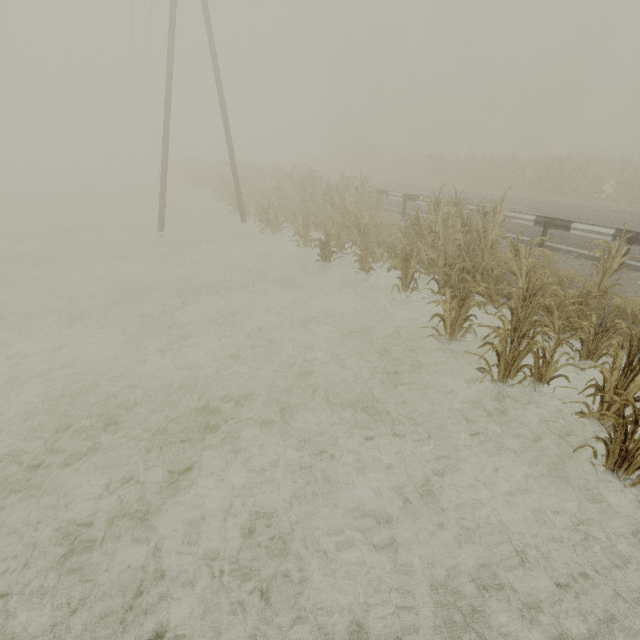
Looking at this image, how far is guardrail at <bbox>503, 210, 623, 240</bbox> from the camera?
8.0 meters

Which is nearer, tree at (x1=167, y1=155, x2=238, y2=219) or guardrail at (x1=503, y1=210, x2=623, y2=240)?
guardrail at (x1=503, y1=210, x2=623, y2=240)

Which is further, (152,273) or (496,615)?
(152,273)

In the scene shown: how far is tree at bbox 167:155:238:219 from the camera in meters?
20.2

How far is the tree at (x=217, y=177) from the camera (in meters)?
20.16

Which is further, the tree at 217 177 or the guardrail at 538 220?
the tree at 217 177
